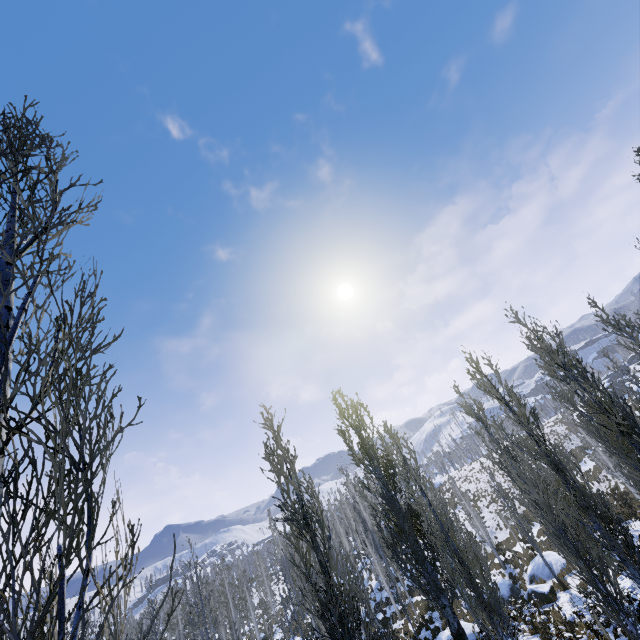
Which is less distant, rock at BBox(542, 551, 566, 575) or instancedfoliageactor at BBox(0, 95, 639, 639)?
instancedfoliageactor at BBox(0, 95, 639, 639)

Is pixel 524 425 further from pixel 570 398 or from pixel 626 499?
pixel 626 499

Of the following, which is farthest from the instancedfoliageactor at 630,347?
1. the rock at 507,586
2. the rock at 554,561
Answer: the rock at 507,586

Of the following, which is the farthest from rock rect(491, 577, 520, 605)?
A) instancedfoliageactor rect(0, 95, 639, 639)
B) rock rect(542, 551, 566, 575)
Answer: instancedfoliageactor rect(0, 95, 639, 639)

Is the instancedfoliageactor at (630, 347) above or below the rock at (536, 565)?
above

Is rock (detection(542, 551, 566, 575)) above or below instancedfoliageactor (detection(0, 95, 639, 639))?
below

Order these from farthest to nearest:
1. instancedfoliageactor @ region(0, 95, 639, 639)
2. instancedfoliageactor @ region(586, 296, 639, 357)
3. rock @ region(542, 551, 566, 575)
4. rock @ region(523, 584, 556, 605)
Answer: rock @ region(542, 551, 566, 575), rock @ region(523, 584, 556, 605), instancedfoliageactor @ region(586, 296, 639, 357), instancedfoliageactor @ region(0, 95, 639, 639)
